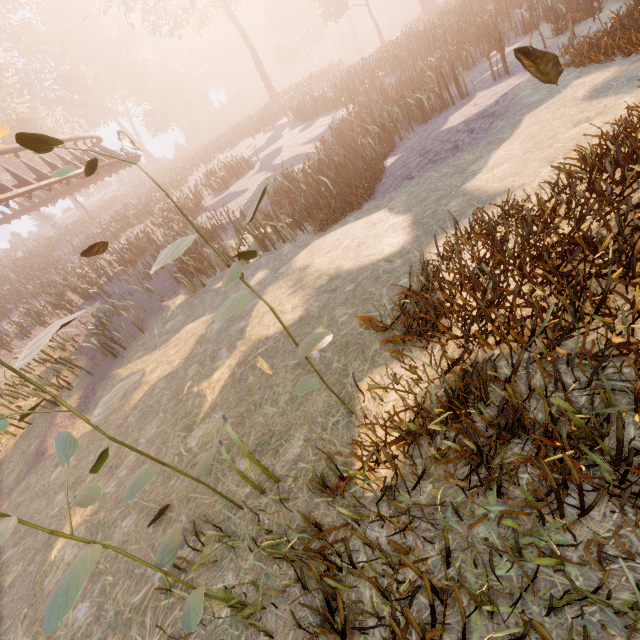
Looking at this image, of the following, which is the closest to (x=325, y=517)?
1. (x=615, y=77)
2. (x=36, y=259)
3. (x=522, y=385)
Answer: (x=522, y=385)

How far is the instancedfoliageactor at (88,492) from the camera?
1.8m

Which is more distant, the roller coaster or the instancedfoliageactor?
the roller coaster

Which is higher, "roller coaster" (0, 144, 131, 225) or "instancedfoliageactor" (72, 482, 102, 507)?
"roller coaster" (0, 144, 131, 225)

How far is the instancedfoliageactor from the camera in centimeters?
182cm

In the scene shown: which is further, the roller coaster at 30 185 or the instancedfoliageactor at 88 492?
the roller coaster at 30 185
